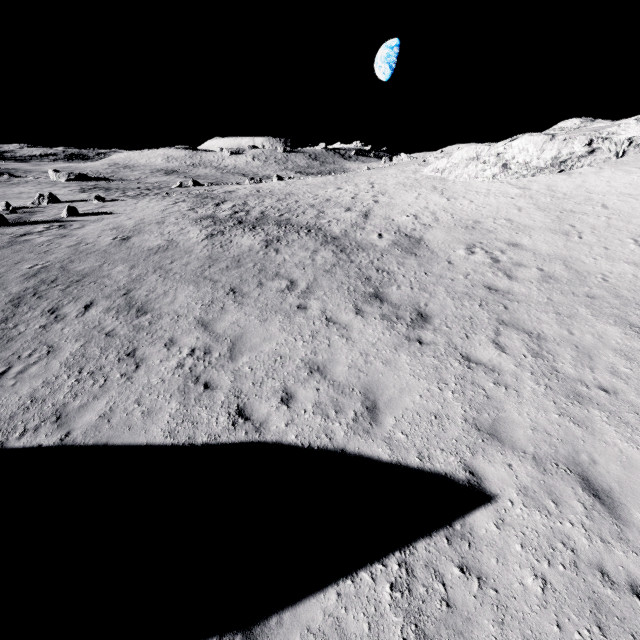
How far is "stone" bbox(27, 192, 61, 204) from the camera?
33.0 meters

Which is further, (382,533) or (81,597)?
(382,533)

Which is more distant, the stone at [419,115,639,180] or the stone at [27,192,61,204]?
the stone at [27,192,61,204]

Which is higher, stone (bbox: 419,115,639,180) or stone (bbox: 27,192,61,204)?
stone (bbox: 419,115,639,180)

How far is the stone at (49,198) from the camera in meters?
33.0

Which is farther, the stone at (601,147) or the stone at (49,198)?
the stone at (49,198)
